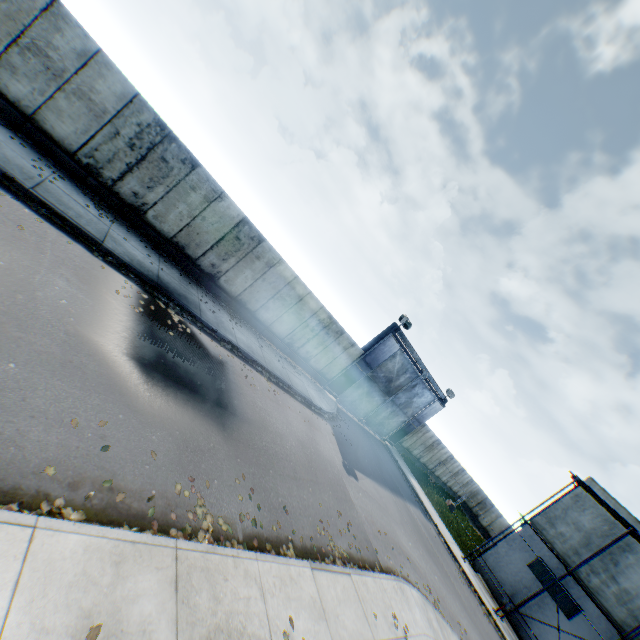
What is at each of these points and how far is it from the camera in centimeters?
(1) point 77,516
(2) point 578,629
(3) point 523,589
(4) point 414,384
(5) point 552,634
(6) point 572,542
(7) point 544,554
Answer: (1) leaf decal, 412cm
(2) building, 1855cm
(3) building, 2061cm
(4) metal gate, 2381cm
(5) building, 1895cm
(6) building, 2055cm
(7) building, 2102cm

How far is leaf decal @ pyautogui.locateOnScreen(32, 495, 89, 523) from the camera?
3.86m

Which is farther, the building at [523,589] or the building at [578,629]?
the building at [523,589]

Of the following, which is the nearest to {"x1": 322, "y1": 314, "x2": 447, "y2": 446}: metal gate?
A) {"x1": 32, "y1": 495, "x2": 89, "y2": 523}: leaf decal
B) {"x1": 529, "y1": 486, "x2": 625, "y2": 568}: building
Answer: {"x1": 529, "y1": 486, "x2": 625, "y2": 568}: building

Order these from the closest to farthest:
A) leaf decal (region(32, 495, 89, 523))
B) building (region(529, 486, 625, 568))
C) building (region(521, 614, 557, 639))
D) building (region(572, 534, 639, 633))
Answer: leaf decal (region(32, 495, 89, 523))
building (region(572, 534, 639, 633))
building (region(521, 614, 557, 639))
building (region(529, 486, 625, 568))

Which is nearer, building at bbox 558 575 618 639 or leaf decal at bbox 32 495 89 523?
leaf decal at bbox 32 495 89 523

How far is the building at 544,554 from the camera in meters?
20.4

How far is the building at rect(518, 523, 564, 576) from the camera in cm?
2036
